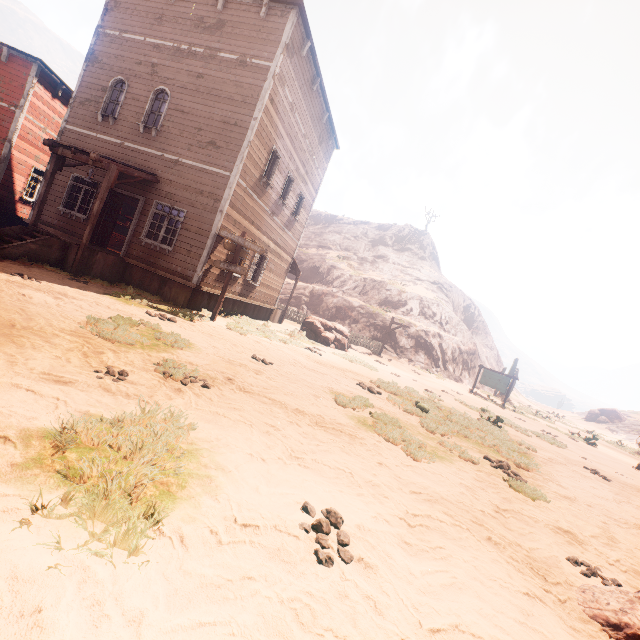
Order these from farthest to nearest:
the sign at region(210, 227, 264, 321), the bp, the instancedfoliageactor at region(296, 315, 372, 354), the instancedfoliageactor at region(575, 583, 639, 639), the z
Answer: the instancedfoliageactor at region(296, 315, 372, 354) → the bp → the sign at region(210, 227, 264, 321) → the instancedfoliageactor at region(575, 583, 639, 639) → the z

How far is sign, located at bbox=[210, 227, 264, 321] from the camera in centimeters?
1080cm

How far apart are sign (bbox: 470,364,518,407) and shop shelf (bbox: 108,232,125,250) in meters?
24.1

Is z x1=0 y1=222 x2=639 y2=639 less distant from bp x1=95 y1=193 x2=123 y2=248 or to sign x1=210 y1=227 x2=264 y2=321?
sign x1=210 y1=227 x2=264 y2=321

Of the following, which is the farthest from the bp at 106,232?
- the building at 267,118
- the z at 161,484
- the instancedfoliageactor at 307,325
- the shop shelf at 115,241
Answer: the instancedfoliageactor at 307,325

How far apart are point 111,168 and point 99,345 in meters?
7.7 m

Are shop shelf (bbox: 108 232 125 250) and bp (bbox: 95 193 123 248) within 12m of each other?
yes

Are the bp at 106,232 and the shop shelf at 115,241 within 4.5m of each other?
yes
